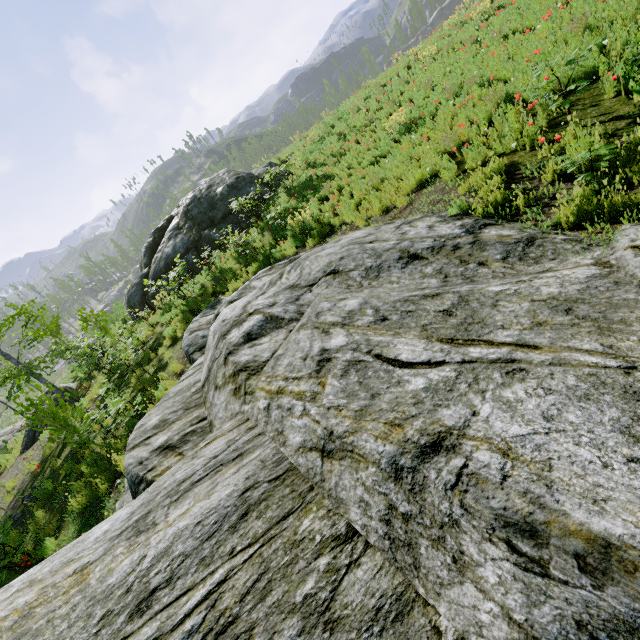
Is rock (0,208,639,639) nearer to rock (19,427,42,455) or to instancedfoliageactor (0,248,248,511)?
instancedfoliageactor (0,248,248,511)

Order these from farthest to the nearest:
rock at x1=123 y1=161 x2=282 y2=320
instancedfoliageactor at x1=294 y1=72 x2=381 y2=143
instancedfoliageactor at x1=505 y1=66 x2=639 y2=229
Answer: instancedfoliageactor at x1=294 y1=72 x2=381 y2=143, rock at x1=123 y1=161 x2=282 y2=320, instancedfoliageactor at x1=505 y1=66 x2=639 y2=229

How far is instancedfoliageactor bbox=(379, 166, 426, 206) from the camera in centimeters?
735cm

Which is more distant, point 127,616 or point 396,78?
point 396,78

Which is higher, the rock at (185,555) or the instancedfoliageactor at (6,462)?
the rock at (185,555)

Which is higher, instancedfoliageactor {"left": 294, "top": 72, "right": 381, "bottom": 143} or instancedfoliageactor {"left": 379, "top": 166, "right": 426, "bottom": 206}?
instancedfoliageactor {"left": 294, "top": 72, "right": 381, "bottom": 143}

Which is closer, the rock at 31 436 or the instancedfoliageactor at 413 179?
the instancedfoliageactor at 413 179
